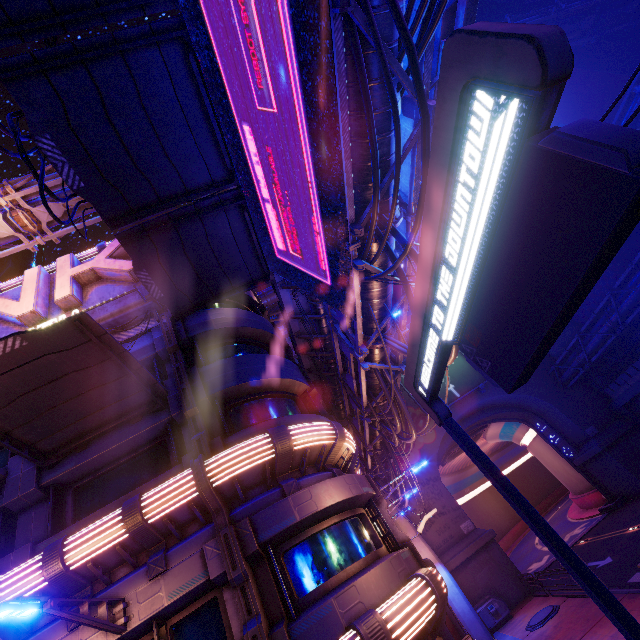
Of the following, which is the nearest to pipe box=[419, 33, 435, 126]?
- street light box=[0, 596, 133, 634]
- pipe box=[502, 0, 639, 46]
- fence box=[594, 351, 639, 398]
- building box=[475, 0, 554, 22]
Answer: street light box=[0, 596, 133, 634]

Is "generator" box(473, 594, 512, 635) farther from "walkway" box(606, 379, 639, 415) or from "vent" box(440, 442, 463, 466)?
"walkway" box(606, 379, 639, 415)

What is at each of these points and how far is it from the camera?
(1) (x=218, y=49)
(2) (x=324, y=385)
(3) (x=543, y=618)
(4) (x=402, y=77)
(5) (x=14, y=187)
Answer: (1) sign, 6.93m
(2) walkway, 18.53m
(3) manhole, 16.41m
(4) pipe, 5.83m
(5) pipe, 14.25m

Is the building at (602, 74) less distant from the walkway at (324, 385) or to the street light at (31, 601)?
the walkway at (324, 385)

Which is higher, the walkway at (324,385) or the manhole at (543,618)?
the walkway at (324,385)

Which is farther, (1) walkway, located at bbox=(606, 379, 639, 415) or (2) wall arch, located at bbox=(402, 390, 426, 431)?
(2) wall arch, located at bbox=(402, 390, 426, 431)

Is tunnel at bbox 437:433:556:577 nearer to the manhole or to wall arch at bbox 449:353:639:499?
wall arch at bbox 449:353:639:499

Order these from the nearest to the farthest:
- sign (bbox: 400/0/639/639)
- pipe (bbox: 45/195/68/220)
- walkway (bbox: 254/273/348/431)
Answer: sign (bbox: 400/0/639/639) → walkway (bbox: 254/273/348/431) → pipe (bbox: 45/195/68/220)
